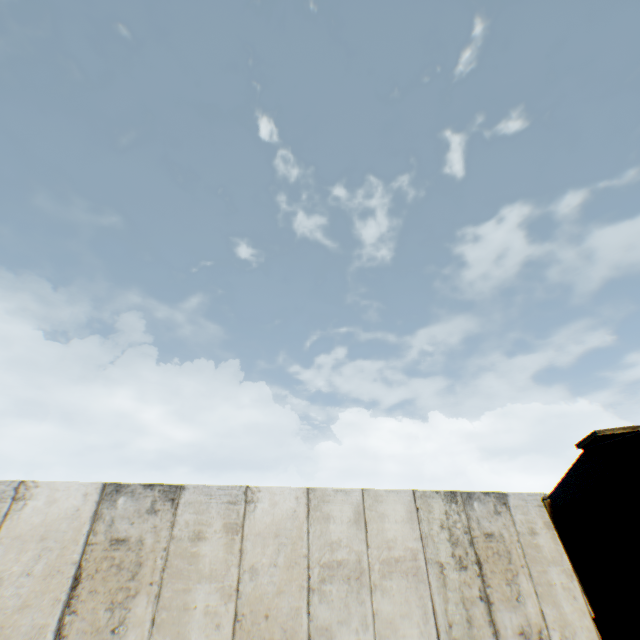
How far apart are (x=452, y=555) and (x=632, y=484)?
4.6 meters
